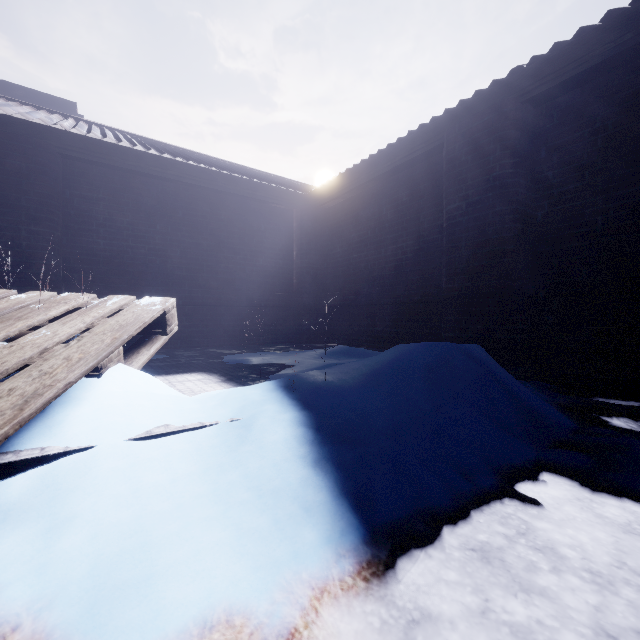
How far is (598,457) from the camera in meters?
1.2
